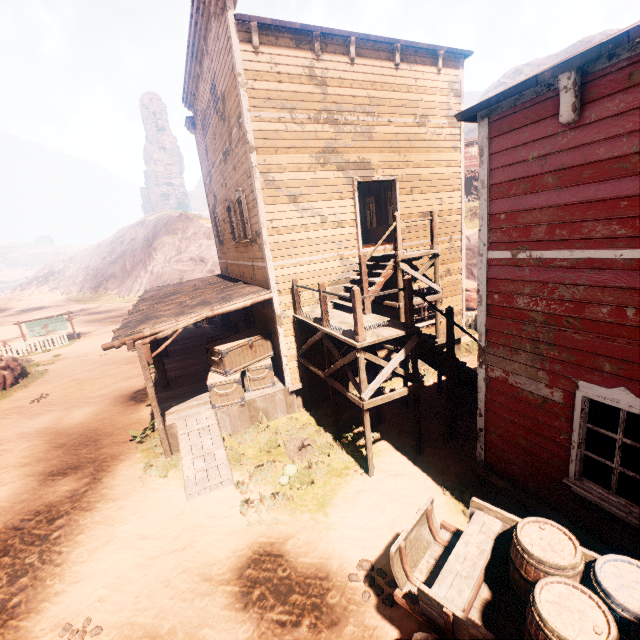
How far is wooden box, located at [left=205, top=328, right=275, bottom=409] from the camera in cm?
966

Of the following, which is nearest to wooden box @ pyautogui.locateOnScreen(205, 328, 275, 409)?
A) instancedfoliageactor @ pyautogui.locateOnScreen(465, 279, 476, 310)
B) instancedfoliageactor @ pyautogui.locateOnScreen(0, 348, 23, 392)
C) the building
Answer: the building

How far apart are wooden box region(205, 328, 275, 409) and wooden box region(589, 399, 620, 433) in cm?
792

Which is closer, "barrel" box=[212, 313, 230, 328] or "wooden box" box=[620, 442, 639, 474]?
"wooden box" box=[620, 442, 639, 474]

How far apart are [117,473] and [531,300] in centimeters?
1063cm

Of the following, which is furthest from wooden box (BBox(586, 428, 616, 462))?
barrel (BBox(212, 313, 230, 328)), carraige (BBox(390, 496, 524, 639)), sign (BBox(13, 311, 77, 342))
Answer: sign (BBox(13, 311, 77, 342))

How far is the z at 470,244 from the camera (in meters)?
25.27

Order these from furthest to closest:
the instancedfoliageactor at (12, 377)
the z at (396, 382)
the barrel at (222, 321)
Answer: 1. the barrel at (222, 321)
2. the instancedfoliageactor at (12, 377)
3. the z at (396, 382)
